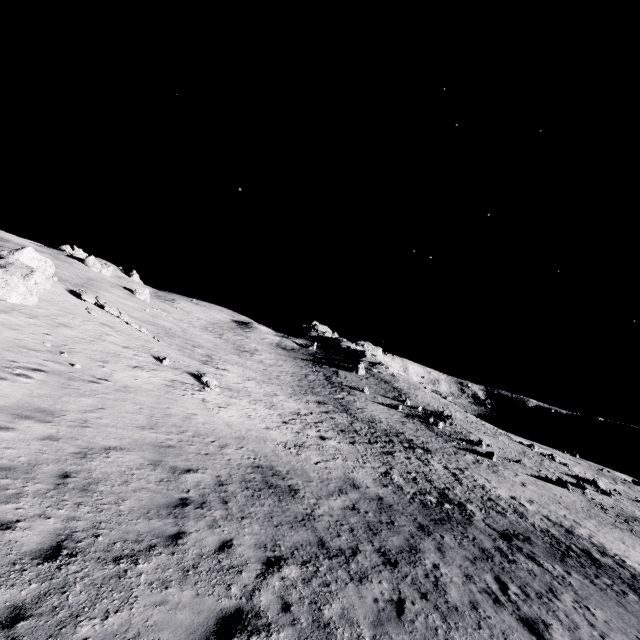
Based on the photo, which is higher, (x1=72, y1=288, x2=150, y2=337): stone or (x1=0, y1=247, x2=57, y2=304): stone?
(x1=0, y1=247, x2=57, y2=304): stone

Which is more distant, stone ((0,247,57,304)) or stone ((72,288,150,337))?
stone ((72,288,150,337))

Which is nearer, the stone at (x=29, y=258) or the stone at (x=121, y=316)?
the stone at (x=29, y=258)

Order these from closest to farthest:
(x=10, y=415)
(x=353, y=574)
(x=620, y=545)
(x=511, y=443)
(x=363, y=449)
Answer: (x=353, y=574) < (x=10, y=415) < (x=620, y=545) < (x=363, y=449) < (x=511, y=443)

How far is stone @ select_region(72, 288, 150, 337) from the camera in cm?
2455

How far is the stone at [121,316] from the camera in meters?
24.5 m
